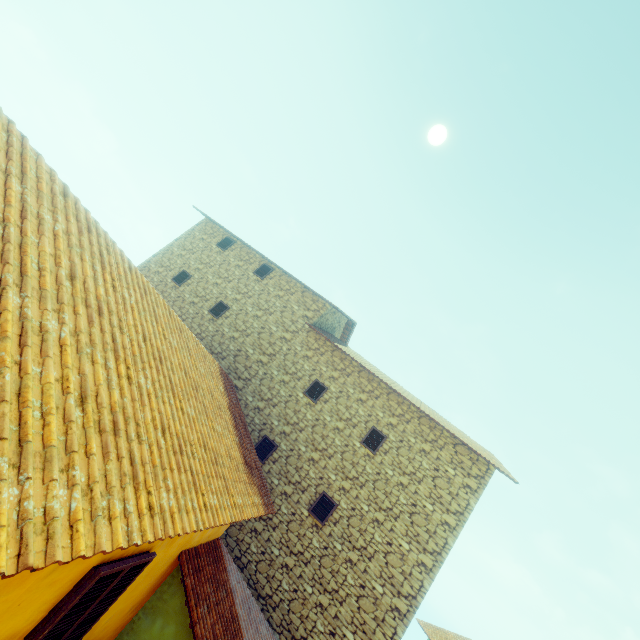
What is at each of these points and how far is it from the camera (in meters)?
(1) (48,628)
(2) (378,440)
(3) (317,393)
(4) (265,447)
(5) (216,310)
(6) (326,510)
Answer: (1) window, 2.88
(2) window, 10.35
(3) window, 11.15
(4) window, 10.34
(5) window, 12.96
(6) window, 9.41

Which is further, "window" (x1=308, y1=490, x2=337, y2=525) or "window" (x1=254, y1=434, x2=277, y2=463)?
"window" (x1=254, y1=434, x2=277, y2=463)

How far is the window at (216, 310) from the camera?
12.8m

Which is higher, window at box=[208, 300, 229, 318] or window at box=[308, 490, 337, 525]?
window at box=[208, 300, 229, 318]

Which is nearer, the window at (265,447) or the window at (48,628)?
the window at (48,628)

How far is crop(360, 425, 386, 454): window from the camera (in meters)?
10.21
